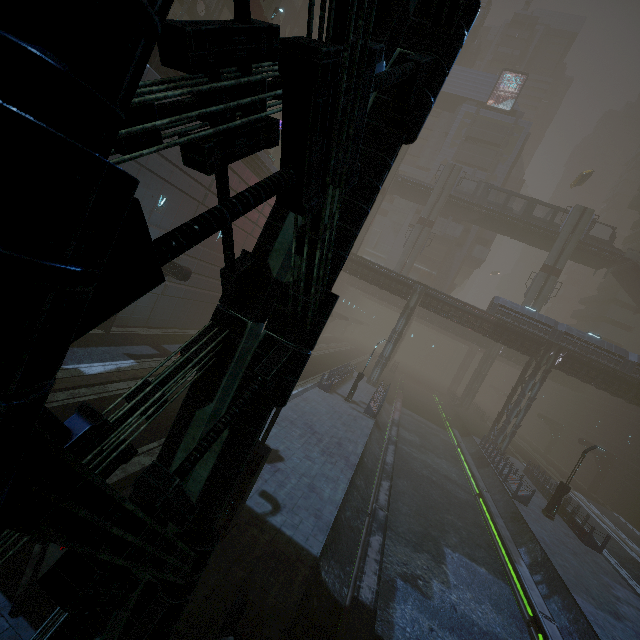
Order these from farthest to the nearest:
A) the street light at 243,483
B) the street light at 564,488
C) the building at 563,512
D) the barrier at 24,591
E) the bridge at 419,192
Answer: the bridge at 419,192
the street light at 564,488
the building at 563,512
the street light at 243,483
the barrier at 24,591

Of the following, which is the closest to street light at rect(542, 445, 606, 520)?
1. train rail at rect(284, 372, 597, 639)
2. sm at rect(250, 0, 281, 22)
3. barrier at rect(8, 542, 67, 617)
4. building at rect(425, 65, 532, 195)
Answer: train rail at rect(284, 372, 597, 639)

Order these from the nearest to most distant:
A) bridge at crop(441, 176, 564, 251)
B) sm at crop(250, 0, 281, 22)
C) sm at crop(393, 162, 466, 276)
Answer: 1. sm at crop(250, 0, 281, 22)
2. bridge at crop(441, 176, 564, 251)
3. sm at crop(393, 162, 466, 276)

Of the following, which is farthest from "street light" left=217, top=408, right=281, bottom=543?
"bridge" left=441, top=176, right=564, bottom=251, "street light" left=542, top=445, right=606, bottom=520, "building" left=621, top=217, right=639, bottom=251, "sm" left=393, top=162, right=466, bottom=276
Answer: "building" left=621, top=217, right=639, bottom=251

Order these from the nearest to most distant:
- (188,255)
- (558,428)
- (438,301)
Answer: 1. (188,255)
2. (438,301)
3. (558,428)

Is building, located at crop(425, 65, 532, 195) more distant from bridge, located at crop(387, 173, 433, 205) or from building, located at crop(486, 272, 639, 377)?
bridge, located at crop(387, 173, 433, 205)

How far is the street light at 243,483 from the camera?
7.84m

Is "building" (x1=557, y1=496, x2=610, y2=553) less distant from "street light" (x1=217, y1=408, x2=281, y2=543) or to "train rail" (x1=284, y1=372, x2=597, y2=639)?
"train rail" (x1=284, y1=372, x2=597, y2=639)
